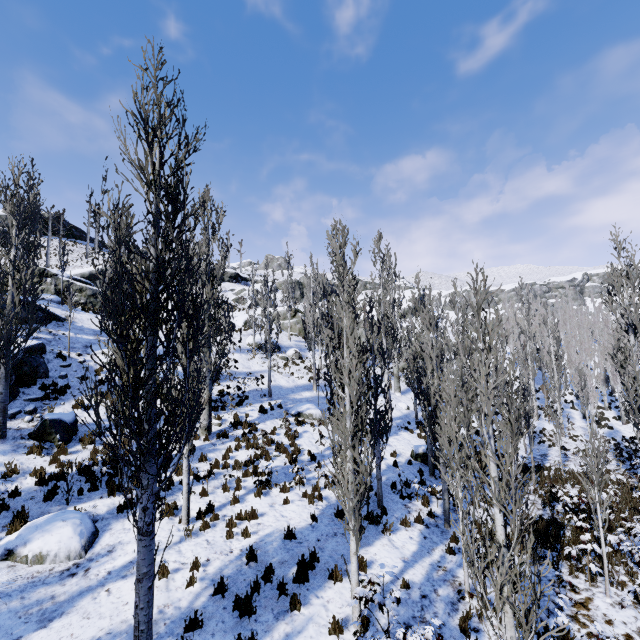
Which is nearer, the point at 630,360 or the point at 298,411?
the point at 630,360

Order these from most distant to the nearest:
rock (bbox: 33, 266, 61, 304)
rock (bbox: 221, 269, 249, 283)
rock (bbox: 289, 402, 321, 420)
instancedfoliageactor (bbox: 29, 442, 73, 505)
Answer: rock (bbox: 221, 269, 249, 283), rock (bbox: 33, 266, 61, 304), rock (bbox: 289, 402, 321, 420), instancedfoliageactor (bbox: 29, 442, 73, 505)

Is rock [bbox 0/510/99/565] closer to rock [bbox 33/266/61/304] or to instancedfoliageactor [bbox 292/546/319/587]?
instancedfoliageactor [bbox 292/546/319/587]

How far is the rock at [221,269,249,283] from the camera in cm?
5416

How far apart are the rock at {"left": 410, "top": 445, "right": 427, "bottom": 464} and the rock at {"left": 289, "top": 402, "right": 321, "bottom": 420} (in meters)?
4.98

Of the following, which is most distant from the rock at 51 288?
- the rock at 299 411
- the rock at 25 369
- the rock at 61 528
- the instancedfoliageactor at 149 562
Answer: the rock at 61 528

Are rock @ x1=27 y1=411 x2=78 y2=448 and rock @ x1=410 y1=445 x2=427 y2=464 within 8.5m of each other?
no

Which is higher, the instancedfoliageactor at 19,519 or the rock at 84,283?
the rock at 84,283
